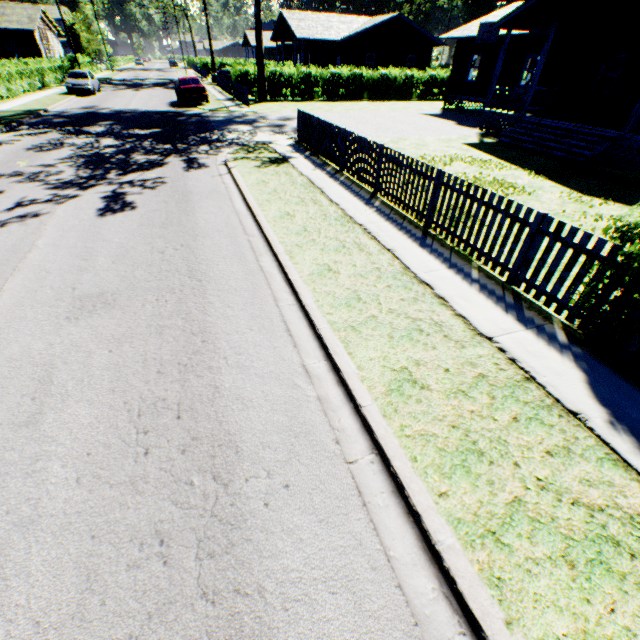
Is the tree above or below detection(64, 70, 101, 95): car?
above

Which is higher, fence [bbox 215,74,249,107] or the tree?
the tree

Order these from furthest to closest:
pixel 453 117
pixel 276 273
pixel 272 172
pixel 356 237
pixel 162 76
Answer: pixel 162 76 → pixel 453 117 → pixel 272 172 → pixel 356 237 → pixel 276 273

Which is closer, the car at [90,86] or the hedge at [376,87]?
the car at [90,86]

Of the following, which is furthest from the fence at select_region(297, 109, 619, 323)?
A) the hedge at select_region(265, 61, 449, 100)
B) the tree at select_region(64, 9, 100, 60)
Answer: the tree at select_region(64, 9, 100, 60)

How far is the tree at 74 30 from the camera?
45.0 meters

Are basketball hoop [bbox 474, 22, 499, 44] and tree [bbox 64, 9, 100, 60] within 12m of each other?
no

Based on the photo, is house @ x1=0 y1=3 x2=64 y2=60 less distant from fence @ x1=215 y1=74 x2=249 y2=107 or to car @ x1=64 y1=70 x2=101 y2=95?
car @ x1=64 y1=70 x2=101 y2=95
